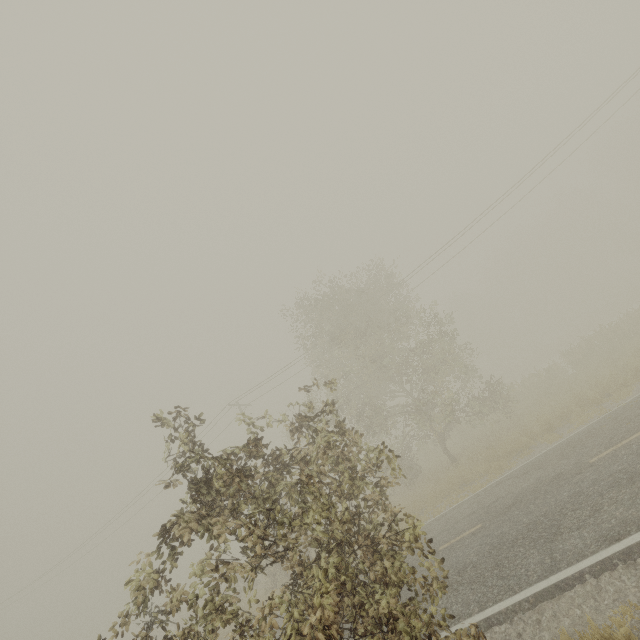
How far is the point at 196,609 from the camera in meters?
4.2
